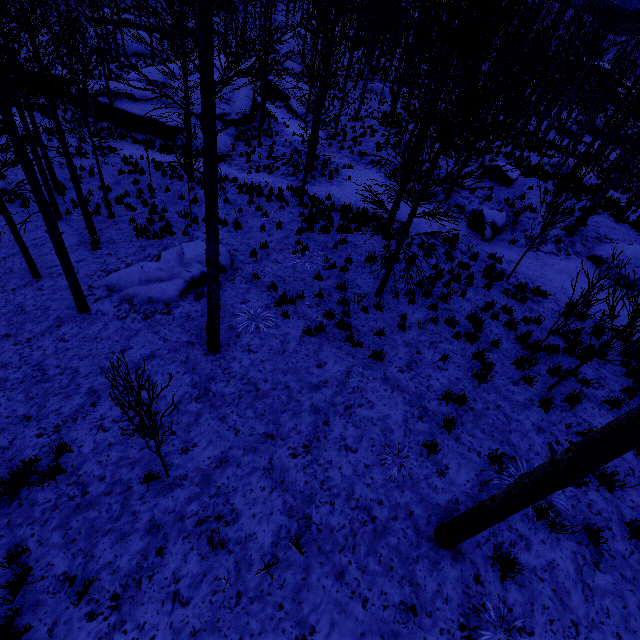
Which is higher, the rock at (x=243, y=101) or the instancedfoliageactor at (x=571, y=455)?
the instancedfoliageactor at (x=571, y=455)

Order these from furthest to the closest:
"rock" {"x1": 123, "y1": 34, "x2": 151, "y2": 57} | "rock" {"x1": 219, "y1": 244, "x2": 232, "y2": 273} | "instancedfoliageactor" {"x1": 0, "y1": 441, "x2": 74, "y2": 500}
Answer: "rock" {"x1": 123, "y1": 34, "x2": 151, "y2": 57} → "rock" {"x1": 219, "y1": 244, "x2": 232, "y2": 273} → "instancedfoliageactor" {"x1": 0, "y1": 441, "x2": 74, "y2": 500}

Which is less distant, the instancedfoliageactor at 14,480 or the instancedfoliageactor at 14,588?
the instancedfoliageactor at 14,588

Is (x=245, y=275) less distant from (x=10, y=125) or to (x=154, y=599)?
(x=10, y=125)

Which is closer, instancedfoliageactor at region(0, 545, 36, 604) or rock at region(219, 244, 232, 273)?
instancedfoliageactor at region(0, 545, 36, 604)

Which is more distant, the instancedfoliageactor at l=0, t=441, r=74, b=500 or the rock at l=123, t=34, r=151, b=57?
the rock at l=123, t=34, r=151, b=57

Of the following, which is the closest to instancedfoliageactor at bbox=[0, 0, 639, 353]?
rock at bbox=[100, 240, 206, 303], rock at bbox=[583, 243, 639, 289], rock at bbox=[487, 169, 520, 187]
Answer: rock at bbox=[487, 169, 520, 187]

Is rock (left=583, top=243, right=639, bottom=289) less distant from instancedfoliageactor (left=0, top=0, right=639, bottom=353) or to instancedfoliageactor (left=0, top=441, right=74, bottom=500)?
instancedfoliageactor (left=0, top=0, right=639, bottom=353)
